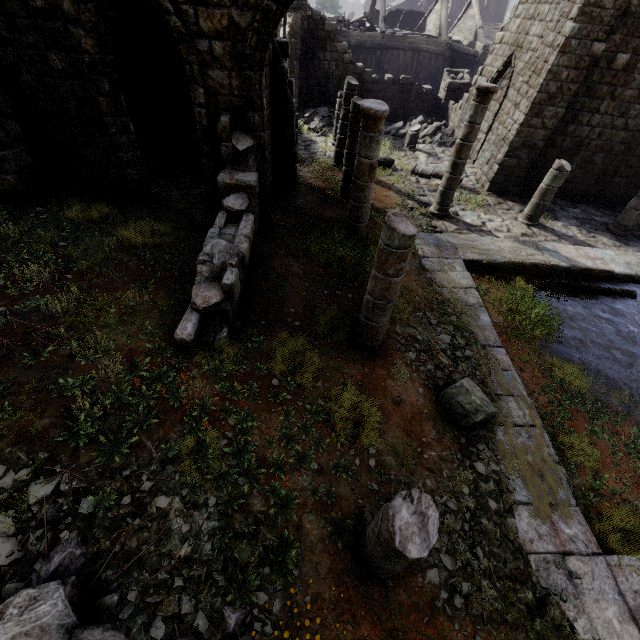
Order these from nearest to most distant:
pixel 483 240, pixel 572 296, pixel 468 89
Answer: pixel 572 296, pixel 483 240, pixel 468 89

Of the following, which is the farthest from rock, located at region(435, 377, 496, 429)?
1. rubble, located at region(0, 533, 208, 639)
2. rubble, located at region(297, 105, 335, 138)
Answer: rubble, located at region(297, 105, 335, 138)

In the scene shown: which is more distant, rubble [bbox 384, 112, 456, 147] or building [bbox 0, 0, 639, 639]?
rubble [bbox 384, 112, 456, 147]

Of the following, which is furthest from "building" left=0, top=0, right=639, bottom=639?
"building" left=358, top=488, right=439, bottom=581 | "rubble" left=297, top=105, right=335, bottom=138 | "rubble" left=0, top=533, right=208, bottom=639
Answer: "building" left=358, top=488, right=439, bottom=581

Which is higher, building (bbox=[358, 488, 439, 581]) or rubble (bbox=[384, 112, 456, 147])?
building (bbox=[358, 488, 439, 581])

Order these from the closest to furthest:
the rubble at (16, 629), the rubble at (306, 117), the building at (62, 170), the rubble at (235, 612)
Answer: the rubble at (16, 629) → the rubble at (235, 612) → the building at (62, 170) → the rubble at (306, 117)

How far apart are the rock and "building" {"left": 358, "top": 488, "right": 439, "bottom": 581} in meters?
2.1 m

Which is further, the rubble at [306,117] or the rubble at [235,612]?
the rubble at [306,117]
